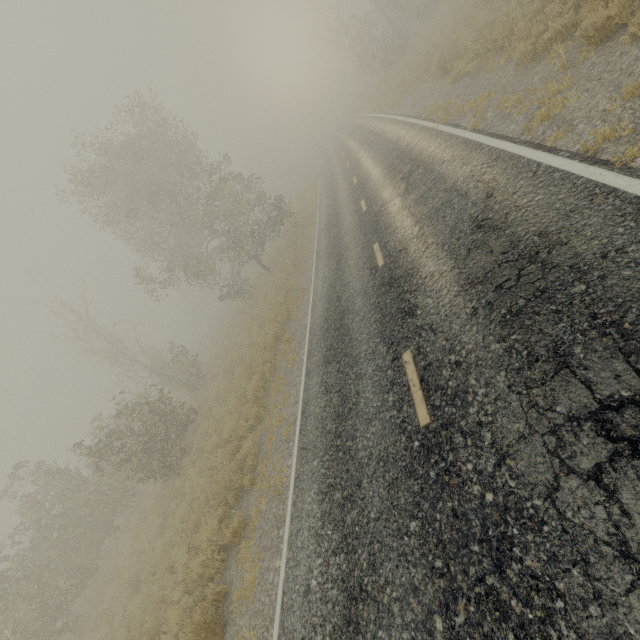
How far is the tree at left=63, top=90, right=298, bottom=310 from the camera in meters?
18.8 m

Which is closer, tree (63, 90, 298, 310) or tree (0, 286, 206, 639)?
tree (0, 286, 206, 639)

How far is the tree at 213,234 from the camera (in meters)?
18.83

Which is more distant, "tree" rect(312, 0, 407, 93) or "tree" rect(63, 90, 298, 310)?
"tree" rect(312, 0, 407, 93)

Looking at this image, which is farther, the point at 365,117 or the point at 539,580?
the point at 365,117

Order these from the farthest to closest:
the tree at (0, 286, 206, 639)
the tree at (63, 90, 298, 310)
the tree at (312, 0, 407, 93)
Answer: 1. the tree at (312, 0, 407, 93)
2. the tree at (63, 90, 298, 310)
3. the tree at (0, 286, 206, 639)

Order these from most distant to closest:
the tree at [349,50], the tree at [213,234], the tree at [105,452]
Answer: the tree at [349,50], the tree at [213,234], the tree at [105,452]
